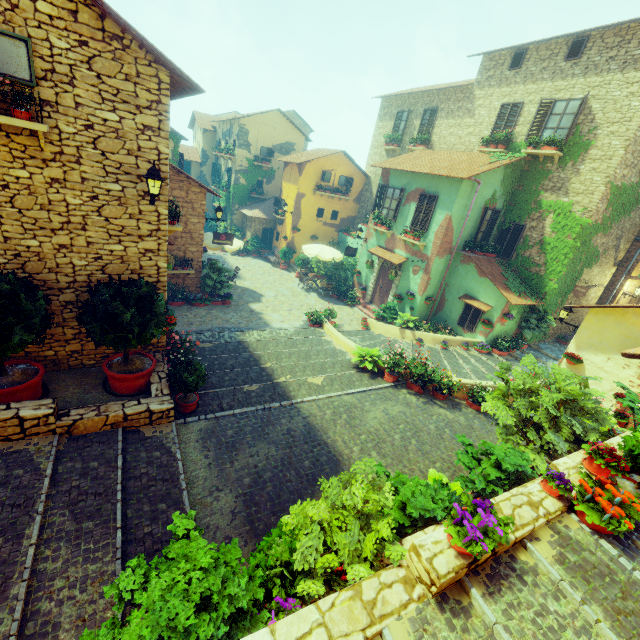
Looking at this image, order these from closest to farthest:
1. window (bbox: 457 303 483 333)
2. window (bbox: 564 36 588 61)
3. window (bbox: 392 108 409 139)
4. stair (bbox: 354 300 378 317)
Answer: window (bbox: 564 36 588 61)
window (bbox: 457 303 483 333)
stair (bbox: 354 300 378 317)
window (bbox: 392 108 409 139)

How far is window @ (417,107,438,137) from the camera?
18.70m

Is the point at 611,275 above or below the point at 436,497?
above

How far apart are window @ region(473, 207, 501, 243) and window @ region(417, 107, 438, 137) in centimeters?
715cm

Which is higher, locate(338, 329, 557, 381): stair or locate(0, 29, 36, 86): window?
locate(0, 29, 36, 86): window

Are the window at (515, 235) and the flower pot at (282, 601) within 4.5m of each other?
no

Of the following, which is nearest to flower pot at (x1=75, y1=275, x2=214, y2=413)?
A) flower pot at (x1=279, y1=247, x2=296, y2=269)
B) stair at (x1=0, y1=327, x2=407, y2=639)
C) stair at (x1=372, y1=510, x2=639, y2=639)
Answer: stair at (x1=0, y1=327, x2=407, y2=639)

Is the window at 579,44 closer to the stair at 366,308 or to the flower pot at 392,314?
the flower pot at 392,314
